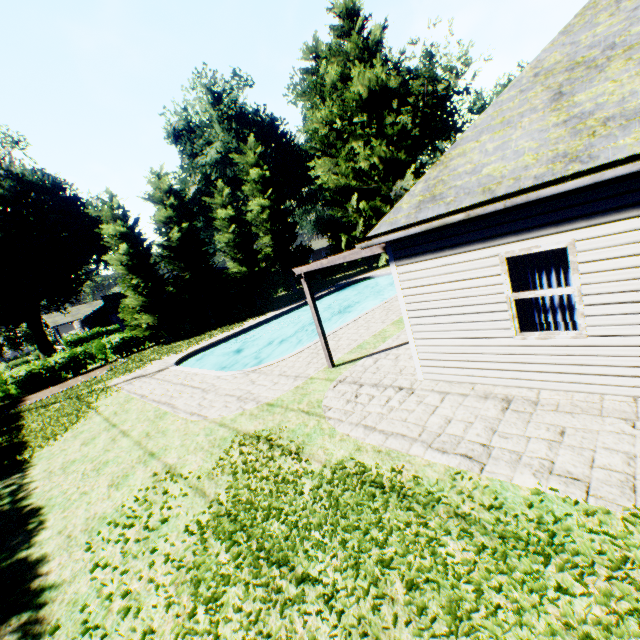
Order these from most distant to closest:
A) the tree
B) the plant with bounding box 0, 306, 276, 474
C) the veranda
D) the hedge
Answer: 1. the tree
2. the hedge
3. the plant with bounding box 0, 306, 276, 474
4. the veranda

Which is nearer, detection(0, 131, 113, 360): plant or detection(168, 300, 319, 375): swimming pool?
detection(168, 300, 319, 375): swimming pool

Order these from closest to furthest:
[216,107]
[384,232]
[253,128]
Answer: [384,232], [216,107], [253,128]

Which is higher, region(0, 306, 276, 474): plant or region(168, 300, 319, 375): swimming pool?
region(0, 306, 276, 474): plant

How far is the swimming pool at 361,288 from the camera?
27.7m

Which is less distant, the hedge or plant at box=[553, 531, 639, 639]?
plant at box=[553, 531, 639, 639]

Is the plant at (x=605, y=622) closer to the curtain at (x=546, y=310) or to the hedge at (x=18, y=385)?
the hedge at (x=18, y=385)

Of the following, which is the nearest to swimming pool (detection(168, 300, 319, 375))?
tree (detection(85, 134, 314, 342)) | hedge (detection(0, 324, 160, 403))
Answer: tree (detection(85, 134, 314, 342))
